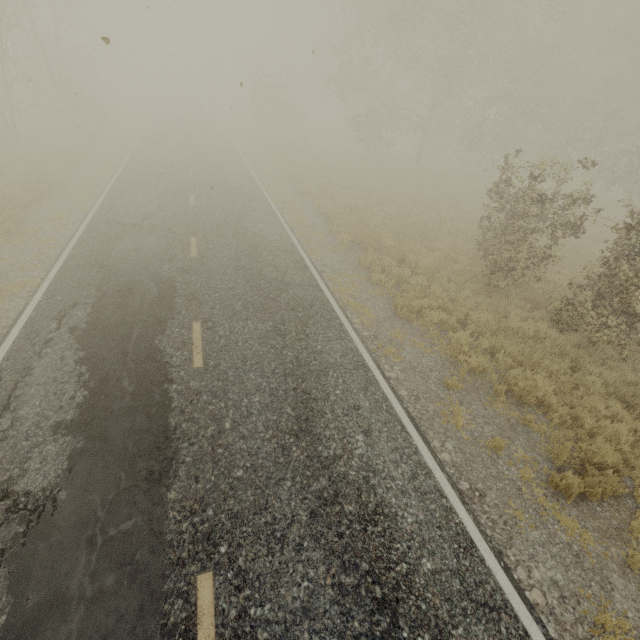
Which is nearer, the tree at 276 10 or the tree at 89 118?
the tree at 276 10

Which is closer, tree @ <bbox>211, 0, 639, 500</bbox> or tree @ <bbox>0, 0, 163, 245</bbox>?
tree @ <bbox>211, 0, 639, 500</bbox>

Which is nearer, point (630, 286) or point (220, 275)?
point (630, 286)
